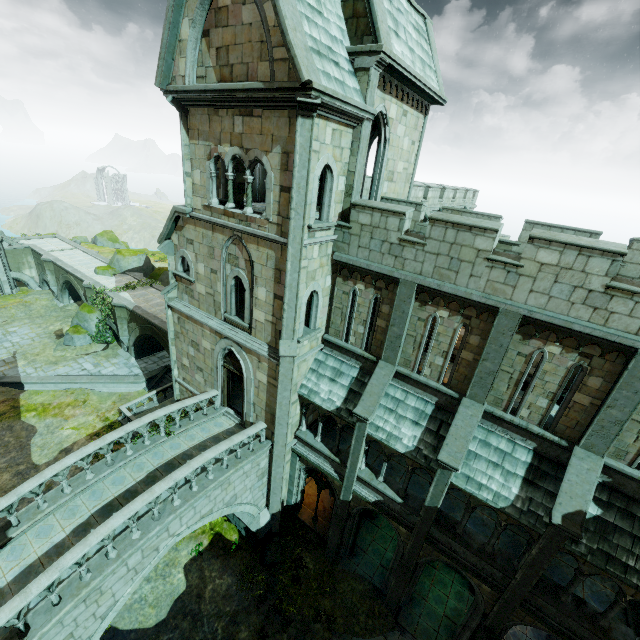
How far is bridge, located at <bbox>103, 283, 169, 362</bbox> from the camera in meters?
22.9 m

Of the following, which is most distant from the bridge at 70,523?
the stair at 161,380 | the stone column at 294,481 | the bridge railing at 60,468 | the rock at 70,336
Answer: the rock at 70,336

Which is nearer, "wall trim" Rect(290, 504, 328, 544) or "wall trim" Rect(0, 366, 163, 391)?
"wall trim" Rect(290, 504, 328, 544)

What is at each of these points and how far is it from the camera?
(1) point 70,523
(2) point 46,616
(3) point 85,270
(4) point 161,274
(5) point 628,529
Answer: (1) bridge, 10.1 meters
(2) bridge, 8.0 meters
(3) bridge, 30.4 meters
(4) rock, 32.3 meters
(5) building, 8.8 meters

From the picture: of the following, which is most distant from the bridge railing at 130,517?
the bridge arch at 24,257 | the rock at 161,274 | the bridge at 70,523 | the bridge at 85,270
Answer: the rock at 161,274

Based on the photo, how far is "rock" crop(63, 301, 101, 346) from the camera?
26.9m

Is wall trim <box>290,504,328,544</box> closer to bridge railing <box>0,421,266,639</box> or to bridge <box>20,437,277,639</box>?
bridge <box>20,437,277,639</box>

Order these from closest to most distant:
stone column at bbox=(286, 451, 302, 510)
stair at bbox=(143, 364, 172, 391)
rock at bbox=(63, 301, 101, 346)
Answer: Result:
1. stone column at bbox=(286, 451, 302, 510)
2. stair at bbox=(143, 364, 172, 391)
3. rock at bbox=(63, 301, 101, 346)
